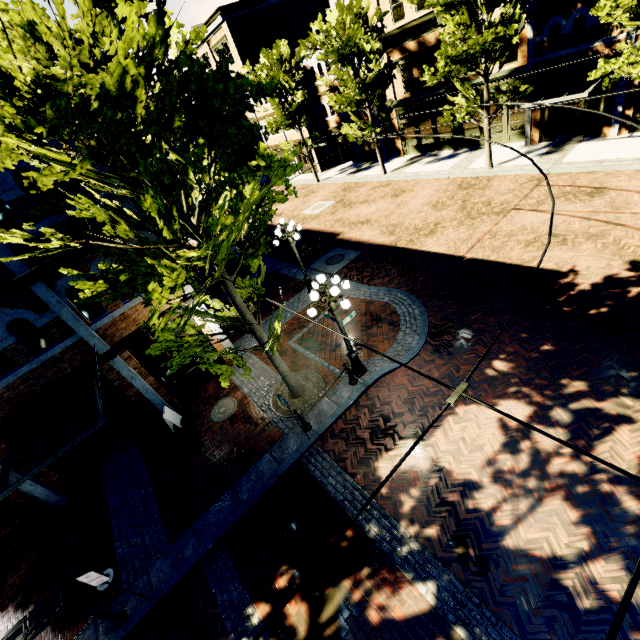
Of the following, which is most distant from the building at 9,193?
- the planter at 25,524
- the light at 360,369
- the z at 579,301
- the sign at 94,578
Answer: the planter at 25,524

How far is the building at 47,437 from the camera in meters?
9.6

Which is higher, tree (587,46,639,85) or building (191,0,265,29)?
building (191,0,265,29)

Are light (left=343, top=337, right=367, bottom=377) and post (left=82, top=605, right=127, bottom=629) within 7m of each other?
no

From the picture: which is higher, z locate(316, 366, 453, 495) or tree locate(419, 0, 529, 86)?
tree locate(419, 0, 529, 86)

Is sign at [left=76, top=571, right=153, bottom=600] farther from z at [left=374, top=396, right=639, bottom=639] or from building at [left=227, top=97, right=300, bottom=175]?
building at [left=227, top=97, right=300, bottom=175]

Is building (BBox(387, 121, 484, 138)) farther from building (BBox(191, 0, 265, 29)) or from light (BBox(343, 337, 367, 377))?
light (BBox(343, 337, 367, 377))

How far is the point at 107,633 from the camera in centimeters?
689cm
